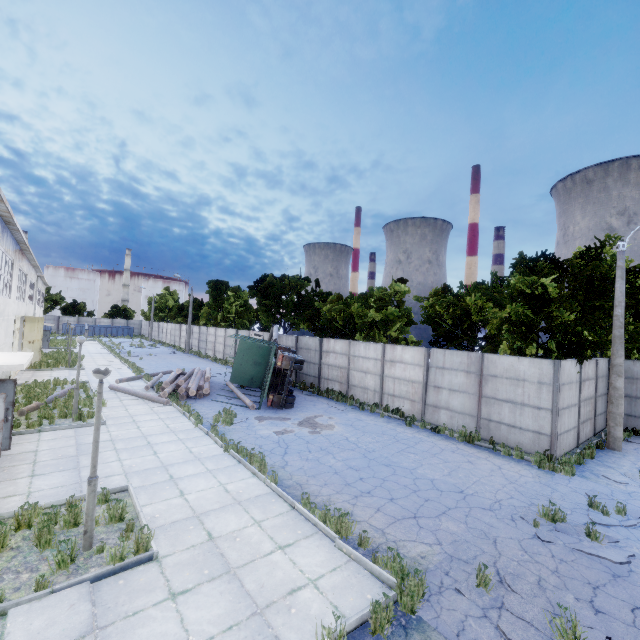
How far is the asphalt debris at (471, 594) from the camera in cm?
543

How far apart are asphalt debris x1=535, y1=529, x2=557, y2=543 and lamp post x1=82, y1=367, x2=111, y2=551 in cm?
947

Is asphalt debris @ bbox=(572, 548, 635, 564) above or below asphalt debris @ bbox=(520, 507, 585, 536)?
above

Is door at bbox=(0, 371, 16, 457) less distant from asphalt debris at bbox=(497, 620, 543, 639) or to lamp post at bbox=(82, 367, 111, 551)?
lamp post at bbox=(82, 367, 111, 551)

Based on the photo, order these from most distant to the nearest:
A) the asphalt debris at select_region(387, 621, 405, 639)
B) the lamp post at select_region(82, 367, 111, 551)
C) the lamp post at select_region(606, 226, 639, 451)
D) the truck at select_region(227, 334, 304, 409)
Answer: the truck at select_region(227, 334, 304, 409), the lamp post at select_region(606, 226, 639, 451), the lamp post at select_region(82, 367, 111, 551), the asphalt debris at select_region(387, 621, 405, 639)

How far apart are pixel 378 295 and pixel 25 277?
24.99m

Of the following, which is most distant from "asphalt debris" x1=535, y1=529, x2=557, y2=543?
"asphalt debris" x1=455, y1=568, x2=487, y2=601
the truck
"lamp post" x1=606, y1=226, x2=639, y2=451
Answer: the truck

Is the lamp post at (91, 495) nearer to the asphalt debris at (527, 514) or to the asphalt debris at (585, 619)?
the asphalt debris at (585, 619)
